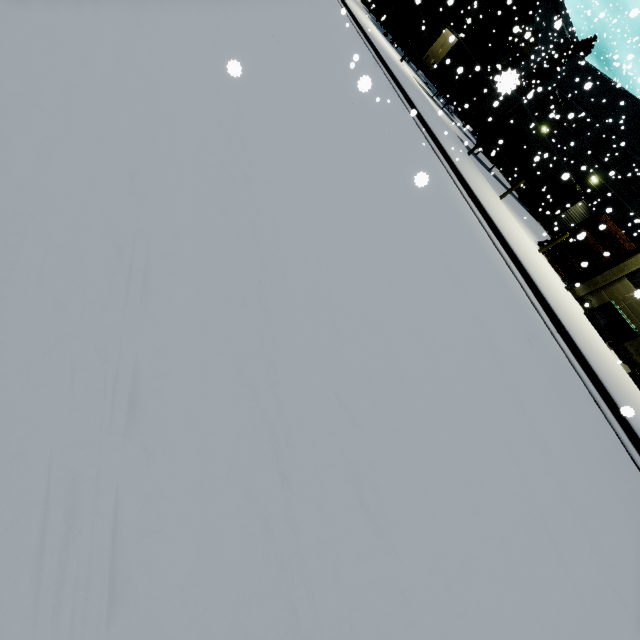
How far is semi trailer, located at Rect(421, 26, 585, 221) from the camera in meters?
19.8

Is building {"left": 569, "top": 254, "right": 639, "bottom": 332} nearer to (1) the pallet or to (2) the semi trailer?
(1) the pallet

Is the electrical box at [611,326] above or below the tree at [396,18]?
below

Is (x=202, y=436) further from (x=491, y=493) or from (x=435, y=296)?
(x=435, y=296)

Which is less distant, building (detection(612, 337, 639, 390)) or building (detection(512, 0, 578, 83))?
building (detection(612, 337, 639, 390))

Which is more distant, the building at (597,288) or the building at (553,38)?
the building at (553,38)

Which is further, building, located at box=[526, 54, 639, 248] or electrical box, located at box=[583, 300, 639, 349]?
building, located at box=[526, 54, 639, 248]

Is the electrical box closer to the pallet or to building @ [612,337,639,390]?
building @ [612,337,639,390]
